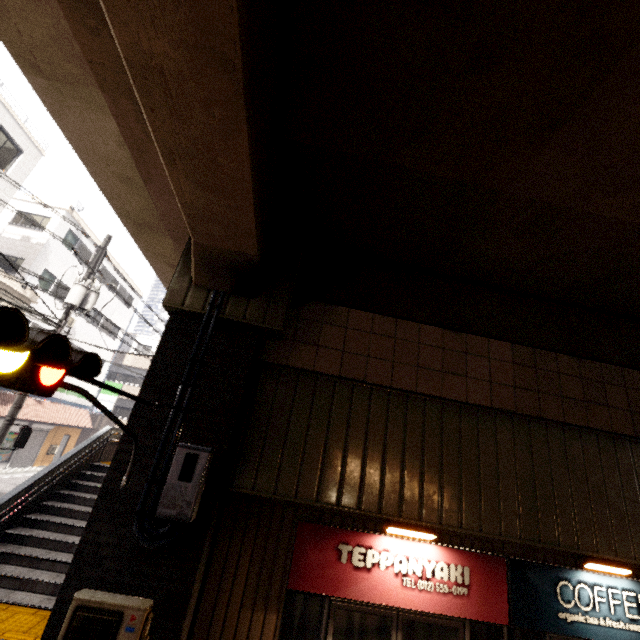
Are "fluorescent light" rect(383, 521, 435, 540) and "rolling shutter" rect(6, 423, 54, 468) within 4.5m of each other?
no

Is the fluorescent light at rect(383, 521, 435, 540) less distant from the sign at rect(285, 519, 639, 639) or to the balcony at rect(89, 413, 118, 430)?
the sign at rect(285, 519, 639, 639)

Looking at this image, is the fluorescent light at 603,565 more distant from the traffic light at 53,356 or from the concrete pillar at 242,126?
the traffic light at 53,356

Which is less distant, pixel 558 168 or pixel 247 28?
pixel 247 28

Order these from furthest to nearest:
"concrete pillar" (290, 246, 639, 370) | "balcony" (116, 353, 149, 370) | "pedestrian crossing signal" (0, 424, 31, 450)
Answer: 1. "balcony" (116, 353, 149, 370)
2. "pedestrian crossing signal" (0, 424, 31, 450)
3. "concrete pillar" (290, 246, 639, 370)

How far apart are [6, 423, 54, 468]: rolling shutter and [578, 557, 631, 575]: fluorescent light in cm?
2695

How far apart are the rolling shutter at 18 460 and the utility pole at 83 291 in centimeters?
1469cm

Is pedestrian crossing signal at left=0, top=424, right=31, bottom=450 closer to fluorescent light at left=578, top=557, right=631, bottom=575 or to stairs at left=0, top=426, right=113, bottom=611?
stairs at left=0, top=426, right=113, bottom=611
